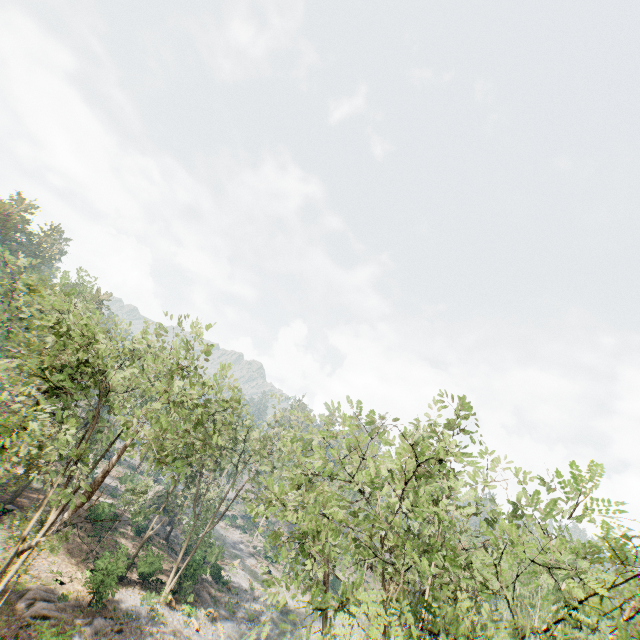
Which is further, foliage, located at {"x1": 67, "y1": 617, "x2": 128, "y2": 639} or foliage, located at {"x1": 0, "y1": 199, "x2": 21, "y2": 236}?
foliage, located at {"x1": 0, "y1": 199, "x2": 21, "y2": 236}

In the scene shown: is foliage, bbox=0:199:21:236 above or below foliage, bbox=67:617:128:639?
above

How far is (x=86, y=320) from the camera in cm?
1345

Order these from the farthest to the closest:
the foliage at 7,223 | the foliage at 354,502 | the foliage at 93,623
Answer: the foliage at 7,223 → the foliage at 93,623 → the foliage at 354,502

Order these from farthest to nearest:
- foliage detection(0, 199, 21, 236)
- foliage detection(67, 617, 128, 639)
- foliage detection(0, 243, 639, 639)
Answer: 1. foliage detection(0, 199, 21, 236)
2. foliage detection(67, 617, 128, 639)
3. foliage detection(0, 243, 639, 639)

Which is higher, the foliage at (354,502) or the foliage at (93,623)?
the foliage at (354,502)
